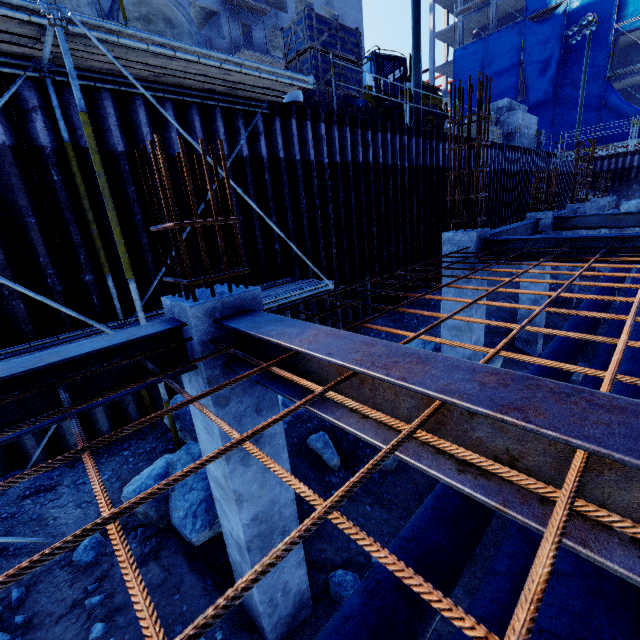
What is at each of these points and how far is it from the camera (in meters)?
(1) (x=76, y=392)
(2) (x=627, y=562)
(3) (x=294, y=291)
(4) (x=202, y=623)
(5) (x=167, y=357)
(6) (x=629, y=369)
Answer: (1) steel beam, 2.13
(2) steel beam, 0.90
(3) scaffolding, 6.55
(4) rebar, 0.65
(5) steel beam, 2.50
(6) pipe, 4.87

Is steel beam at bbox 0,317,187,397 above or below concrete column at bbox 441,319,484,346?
above

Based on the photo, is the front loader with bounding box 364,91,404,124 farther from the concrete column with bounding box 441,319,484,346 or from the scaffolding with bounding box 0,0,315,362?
the concrete column with bounding box 441,319,484,346

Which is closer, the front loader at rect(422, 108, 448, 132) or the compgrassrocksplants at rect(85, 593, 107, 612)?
the compgrassrocksplants at rect(85, 593, 107, 612)

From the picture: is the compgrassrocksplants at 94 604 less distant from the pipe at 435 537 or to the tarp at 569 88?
the pipe at 435 537

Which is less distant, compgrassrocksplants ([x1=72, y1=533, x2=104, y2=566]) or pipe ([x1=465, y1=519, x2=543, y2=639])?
pipe ([x1=465, y1=519, x2=543, y2=639])

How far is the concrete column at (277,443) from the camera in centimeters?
292cm

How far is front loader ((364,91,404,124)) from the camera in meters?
14.2
